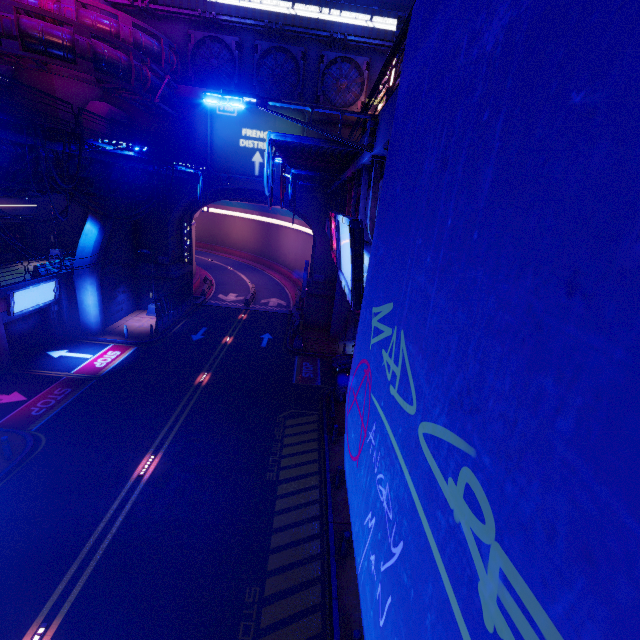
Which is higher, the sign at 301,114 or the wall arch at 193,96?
the sign at 301,114

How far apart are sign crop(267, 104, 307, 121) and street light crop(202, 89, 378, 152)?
21.7m

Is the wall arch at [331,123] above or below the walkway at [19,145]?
above

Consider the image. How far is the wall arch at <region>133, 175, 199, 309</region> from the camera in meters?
27.7

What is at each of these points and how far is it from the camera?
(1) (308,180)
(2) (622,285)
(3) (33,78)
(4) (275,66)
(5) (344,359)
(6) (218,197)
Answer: (1) fence, 18.5 meters
(2) walkway, 0.9 meters
(3) building, 23.2 meters
(4) vent, 26.5 meters
(5) car, 23.4 meters
(6) tunnel, 30.0 meters

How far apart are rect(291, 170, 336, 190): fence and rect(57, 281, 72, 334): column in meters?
18.0 m

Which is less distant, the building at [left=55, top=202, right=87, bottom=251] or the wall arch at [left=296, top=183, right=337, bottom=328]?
the building at [left=55, top=202, right=87, bottom=251]

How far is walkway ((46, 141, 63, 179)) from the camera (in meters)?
12.62
